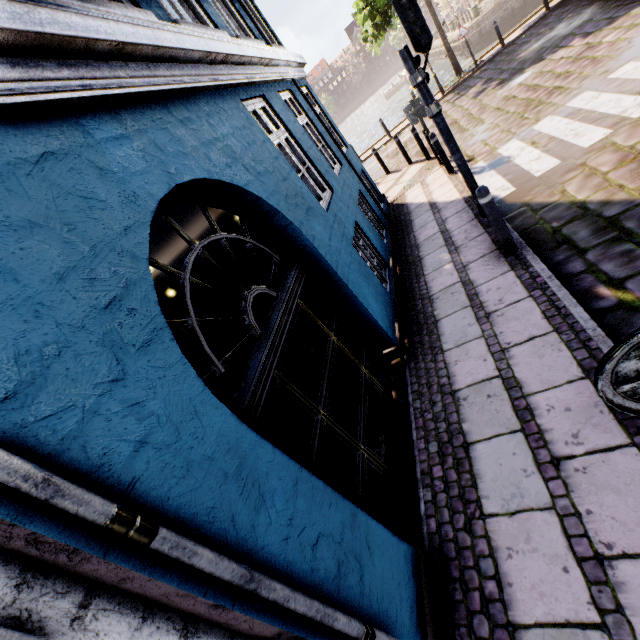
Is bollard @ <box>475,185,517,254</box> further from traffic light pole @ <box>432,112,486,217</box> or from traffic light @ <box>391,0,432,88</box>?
traffic light @ <box>391,0,432,88</box>

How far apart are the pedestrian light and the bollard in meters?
1.6 m

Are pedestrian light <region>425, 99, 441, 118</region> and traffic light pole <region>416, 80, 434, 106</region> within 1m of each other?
yes

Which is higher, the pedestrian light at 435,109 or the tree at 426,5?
the tree at 426,5

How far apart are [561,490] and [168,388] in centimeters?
292cm

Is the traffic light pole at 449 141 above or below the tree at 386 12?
below

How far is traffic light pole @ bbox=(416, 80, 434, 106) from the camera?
4.8m

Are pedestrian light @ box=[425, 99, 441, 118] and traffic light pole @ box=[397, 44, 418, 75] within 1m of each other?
yes
